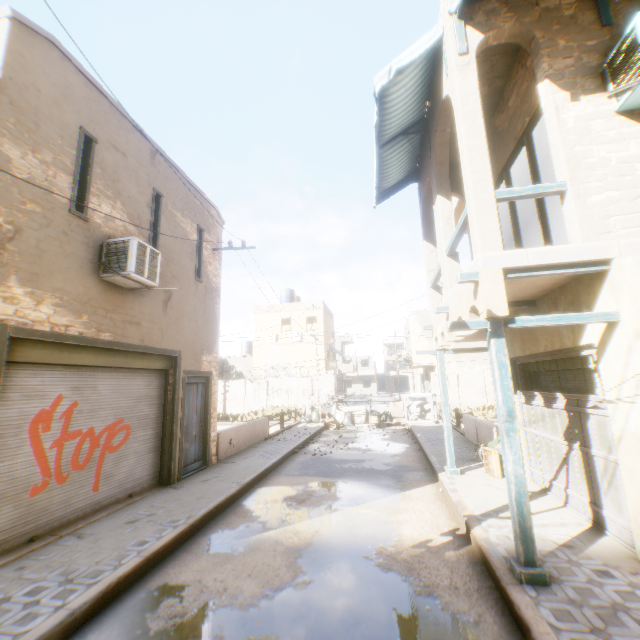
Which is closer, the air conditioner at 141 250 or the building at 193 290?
the building at 193 290

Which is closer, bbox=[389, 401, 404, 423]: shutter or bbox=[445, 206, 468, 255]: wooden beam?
bbox=[445, 206, 468, 255]: wooden beam

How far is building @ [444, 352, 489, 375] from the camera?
27.1m

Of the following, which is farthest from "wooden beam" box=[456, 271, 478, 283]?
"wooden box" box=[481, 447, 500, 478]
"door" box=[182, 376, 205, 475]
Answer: "wooden box" box=[481, 447, 500, 478]

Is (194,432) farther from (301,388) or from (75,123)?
(301,388)

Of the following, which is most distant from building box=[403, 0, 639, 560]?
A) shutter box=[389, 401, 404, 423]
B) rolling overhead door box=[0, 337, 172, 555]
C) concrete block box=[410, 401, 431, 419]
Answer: shutter box=[389, 401, 404, 423]

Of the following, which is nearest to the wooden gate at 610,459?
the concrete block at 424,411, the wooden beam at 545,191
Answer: the wooden beam at 545,191

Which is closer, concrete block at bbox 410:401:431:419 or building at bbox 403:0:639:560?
building at bbox 403:0:639:560
